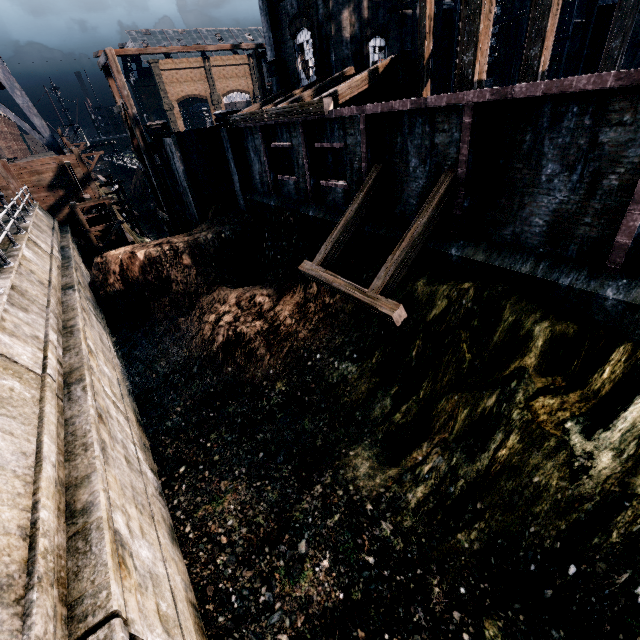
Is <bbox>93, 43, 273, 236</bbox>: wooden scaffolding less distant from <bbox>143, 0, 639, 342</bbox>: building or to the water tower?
<bbox>143, 0, 639, 342</bbox>: building

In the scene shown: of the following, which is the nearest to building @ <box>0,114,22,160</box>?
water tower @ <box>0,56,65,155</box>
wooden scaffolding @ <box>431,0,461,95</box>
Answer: water tower @ <box>0,56,65,155</box>

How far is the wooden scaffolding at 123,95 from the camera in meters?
22.0

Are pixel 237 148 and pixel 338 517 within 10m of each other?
no

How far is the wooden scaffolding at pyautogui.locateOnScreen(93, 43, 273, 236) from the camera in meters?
22.0

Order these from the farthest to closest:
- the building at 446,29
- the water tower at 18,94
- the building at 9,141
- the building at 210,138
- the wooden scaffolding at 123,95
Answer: the building at 9,141 → the building at 446,29 → the water tower at 18,94 → the wooden scaffolding at 123,95 → the building at 210,138

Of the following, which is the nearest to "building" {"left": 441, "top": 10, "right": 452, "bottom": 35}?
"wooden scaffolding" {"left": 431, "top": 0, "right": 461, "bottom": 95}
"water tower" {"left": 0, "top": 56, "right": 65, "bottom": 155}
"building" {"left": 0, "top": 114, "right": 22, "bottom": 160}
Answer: "wooden scaffolding" {"left": 431, "top": 0, "right": 461, "bottom": 95}

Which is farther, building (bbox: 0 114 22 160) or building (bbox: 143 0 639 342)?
building (bbox: 0 114 22 160)
